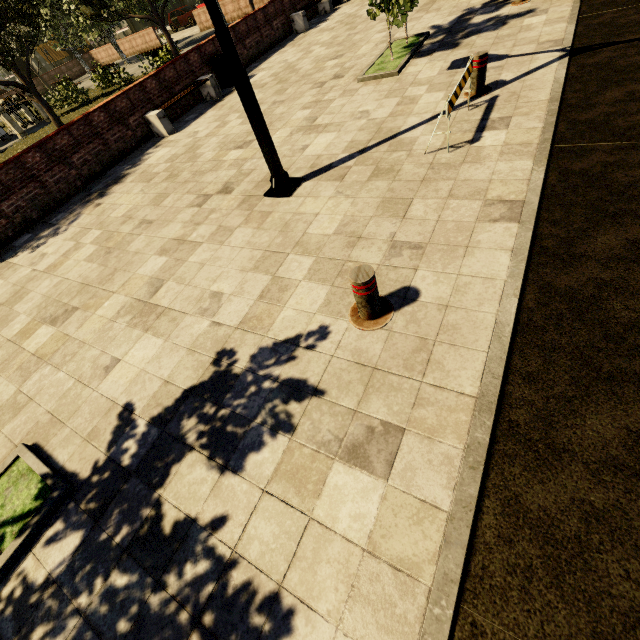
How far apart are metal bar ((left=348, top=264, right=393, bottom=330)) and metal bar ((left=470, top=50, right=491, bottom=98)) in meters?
4.6 m

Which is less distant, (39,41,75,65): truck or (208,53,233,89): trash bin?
(208,53,233,89): trash bin

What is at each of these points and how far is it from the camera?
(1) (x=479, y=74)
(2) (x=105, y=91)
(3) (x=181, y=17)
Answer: (1) metal bar, 5.2 meters
(2) plant, 17.8 meters
(3) car, 30.5 meters

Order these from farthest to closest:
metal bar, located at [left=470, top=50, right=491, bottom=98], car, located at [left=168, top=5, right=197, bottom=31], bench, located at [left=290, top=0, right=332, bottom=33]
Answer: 1. car, located at [left=168, top=5, right=197, bottom=31]
2. bench, located at [left=290, top=0, right=332, bottom=33]
3. metal bar, located at [left=470, top=50, right=491, bottom=98]

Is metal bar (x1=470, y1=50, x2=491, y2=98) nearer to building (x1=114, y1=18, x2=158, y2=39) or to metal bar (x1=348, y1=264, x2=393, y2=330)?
metal bar (x1=348, y1=264, x2=393, y2=330)

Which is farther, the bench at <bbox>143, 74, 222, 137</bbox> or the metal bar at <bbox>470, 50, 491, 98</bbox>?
the bench at <bbox>143, 74, 222, 137</bbox>

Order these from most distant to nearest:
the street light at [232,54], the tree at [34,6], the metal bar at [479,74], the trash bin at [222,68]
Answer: the trash bin at [222,68] < the tree at [34,6] < the metal bar at [479,74] < the street light at [232,54]

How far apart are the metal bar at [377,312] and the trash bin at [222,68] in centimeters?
1115cm
